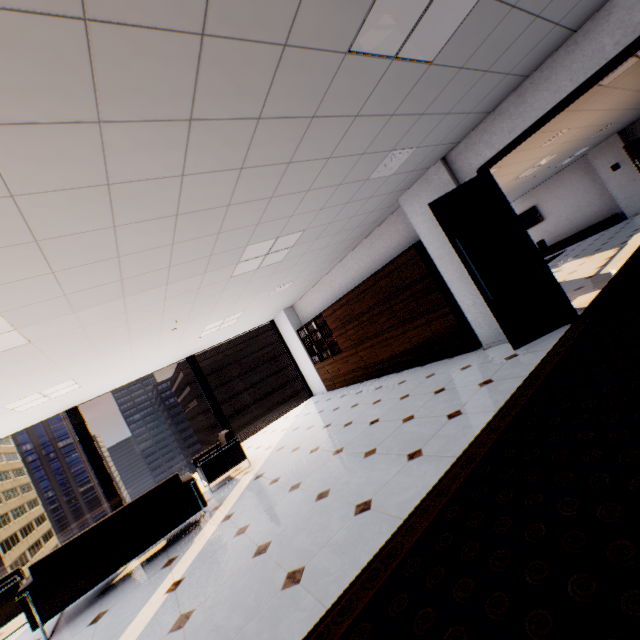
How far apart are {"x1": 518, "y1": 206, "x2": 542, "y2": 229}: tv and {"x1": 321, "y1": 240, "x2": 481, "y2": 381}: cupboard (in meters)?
12.25

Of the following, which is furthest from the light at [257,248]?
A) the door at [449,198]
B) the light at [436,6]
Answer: the light at [436,6]

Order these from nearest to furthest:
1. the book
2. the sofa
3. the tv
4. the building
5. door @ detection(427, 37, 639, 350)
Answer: the sofa
door @ detection(427, 37, 639, 350)
the book
the tv
the building

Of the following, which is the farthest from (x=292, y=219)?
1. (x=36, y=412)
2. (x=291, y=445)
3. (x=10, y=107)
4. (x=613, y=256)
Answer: (x=613, y=256)

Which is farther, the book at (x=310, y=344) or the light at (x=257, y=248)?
the book at (x=310, y=344)

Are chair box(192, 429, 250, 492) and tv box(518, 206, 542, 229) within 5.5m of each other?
no

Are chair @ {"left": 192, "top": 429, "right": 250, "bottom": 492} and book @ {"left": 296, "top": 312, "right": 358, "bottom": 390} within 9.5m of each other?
yes

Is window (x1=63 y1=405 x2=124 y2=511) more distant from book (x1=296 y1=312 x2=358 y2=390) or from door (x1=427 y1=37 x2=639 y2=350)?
door (x1=427 y1=37 x2=639 y2=350)
